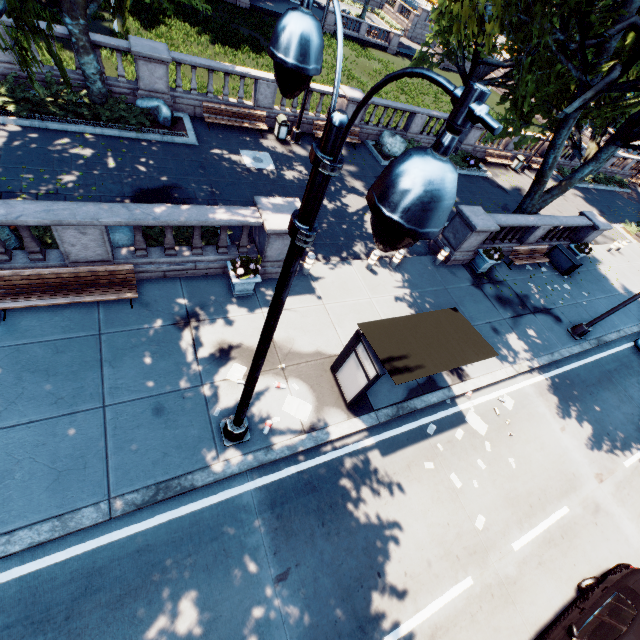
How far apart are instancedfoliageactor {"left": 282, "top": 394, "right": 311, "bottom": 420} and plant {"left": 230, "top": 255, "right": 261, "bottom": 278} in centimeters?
354cm

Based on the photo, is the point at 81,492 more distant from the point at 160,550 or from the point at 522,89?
the point at 522,89

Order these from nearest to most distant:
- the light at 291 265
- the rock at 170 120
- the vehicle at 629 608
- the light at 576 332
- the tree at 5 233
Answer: the light at 291 265 → the vehicle at 629 608 → the tree at 5 233 → the light at 576 332 → the rock at 170 120

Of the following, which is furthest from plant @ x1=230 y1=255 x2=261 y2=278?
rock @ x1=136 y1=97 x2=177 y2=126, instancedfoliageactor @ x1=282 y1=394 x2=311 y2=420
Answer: rock @ x1=136 y1=97 x2=177 y2=126

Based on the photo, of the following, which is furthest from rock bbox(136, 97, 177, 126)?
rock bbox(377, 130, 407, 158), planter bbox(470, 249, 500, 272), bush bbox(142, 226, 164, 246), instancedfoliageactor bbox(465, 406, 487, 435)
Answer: instancedfoliageactor bbox(465, 406, 487, 435)

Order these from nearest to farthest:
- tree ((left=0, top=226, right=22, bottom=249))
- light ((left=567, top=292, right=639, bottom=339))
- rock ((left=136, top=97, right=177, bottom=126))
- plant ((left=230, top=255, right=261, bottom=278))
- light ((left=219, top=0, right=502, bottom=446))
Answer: light ((left=219, top=0, right=502, bottom=446)) → tree ((left=0, top=226, right=22, bottom=249)) → plant ((left=230, top=255, right=261, bottom=278)) → light ((left=567, top=292, right=639, bottom=339)) → rock ((left=136, top=97, right=177, bottom=126))

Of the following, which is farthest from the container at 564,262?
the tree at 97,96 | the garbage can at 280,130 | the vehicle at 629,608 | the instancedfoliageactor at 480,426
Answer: the garbage can at 280,130

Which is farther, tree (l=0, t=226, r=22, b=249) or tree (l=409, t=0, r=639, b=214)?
tree (l=0, t=226, r=22, b=249)
